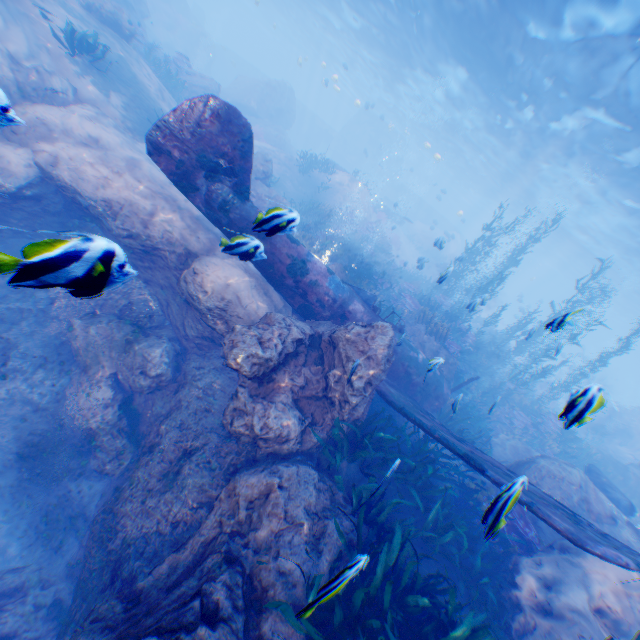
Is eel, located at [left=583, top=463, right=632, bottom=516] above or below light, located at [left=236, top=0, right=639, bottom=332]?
below

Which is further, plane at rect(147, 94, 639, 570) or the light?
the light

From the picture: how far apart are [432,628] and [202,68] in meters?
43.6 m

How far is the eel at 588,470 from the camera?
10.3 meters

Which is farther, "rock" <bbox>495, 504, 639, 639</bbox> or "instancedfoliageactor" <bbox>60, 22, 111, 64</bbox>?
"instancedfoliageactor" <bbox>60, 22, 111, 64</bbox>

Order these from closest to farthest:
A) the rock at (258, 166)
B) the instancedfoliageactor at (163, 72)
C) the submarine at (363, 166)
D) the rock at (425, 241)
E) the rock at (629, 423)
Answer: the rock at (629, 423) < the rock at (258, 166) < the rock at (425, 241) < the instancedfoliageactor at (163, 72) < the submarine at (363, 166)

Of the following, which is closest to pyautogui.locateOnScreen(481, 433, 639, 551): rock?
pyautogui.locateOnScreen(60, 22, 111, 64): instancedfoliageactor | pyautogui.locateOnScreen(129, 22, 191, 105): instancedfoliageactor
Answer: pyautogui.locateOnScreen(129, 22, 191, 105): instancedfoliageactor

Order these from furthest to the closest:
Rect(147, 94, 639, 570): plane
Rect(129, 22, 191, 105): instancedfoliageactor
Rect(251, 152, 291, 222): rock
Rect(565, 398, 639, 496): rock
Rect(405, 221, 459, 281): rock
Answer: Rect(129, 22, 191, 105): instancedfoliageactor, Rect(405, 221, 459, 281): rock, Rect(147, 94, 639, 570): plane, Rect(251, 152, 291, 222): rock, Rect(565, 398, 639, 496): rock
